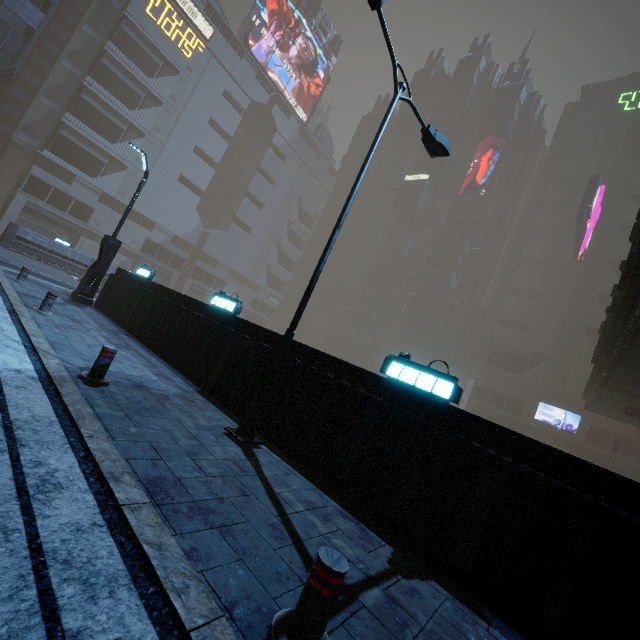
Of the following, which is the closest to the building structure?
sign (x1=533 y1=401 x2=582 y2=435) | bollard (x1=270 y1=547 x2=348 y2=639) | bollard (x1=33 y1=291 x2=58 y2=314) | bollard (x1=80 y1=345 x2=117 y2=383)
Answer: bollard (x1=270 y1=547 x2=348 y2=639)

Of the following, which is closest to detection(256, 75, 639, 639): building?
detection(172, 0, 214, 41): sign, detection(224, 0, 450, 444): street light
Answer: detection(172, 0, 214, 41): sign

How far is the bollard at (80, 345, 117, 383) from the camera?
5.3 meters

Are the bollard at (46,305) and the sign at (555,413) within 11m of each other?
no

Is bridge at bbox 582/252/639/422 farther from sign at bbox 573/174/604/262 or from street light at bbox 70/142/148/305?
sign at bbox 573/174/604/262

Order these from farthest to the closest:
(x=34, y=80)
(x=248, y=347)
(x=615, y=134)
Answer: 1. (x=615, y=134)
2. (x=34, y=80)
3. (x=248, y=347)

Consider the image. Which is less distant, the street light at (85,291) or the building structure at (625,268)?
the building structure at (625,268)

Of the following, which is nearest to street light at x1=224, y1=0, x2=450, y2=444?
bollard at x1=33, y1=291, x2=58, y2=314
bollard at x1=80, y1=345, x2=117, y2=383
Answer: bollard at x1=80, y1=345, x2=117, y2=383
